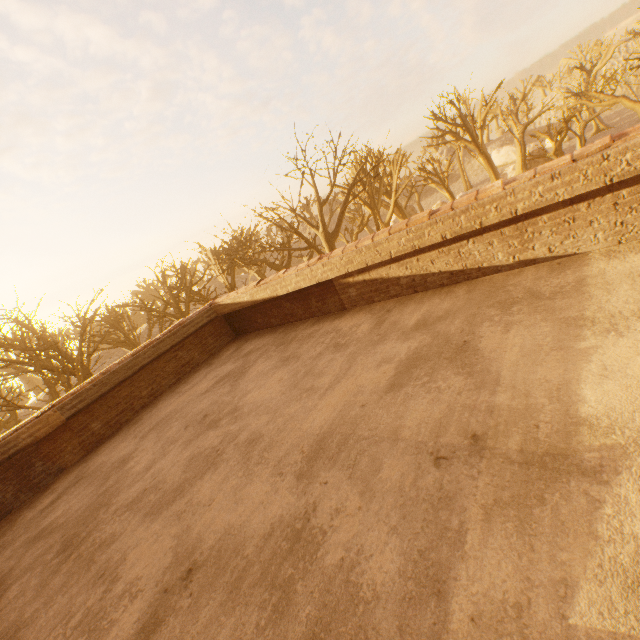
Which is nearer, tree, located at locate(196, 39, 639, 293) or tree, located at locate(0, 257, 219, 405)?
tree, located at locate(0, 257, 219, 405)

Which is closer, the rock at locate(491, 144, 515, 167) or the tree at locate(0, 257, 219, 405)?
the tree at locate(0, 257, 219, 405)

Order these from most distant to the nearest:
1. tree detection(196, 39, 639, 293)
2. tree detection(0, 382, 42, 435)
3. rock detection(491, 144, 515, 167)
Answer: rock detection(491, 144, 515, 167) < tree detection(196, 39, 639, 293) < tree detection(0, 382, 42, 435)

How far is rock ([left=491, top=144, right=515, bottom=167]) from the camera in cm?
5428

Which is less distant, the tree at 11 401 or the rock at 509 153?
the tree at 11 401

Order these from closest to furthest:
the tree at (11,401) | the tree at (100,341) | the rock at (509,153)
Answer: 1. the tree at (11,401)
2. the tree at (100,341)
3. the rock at (509,153)

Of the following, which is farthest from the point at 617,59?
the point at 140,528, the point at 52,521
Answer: the point at 52,521
